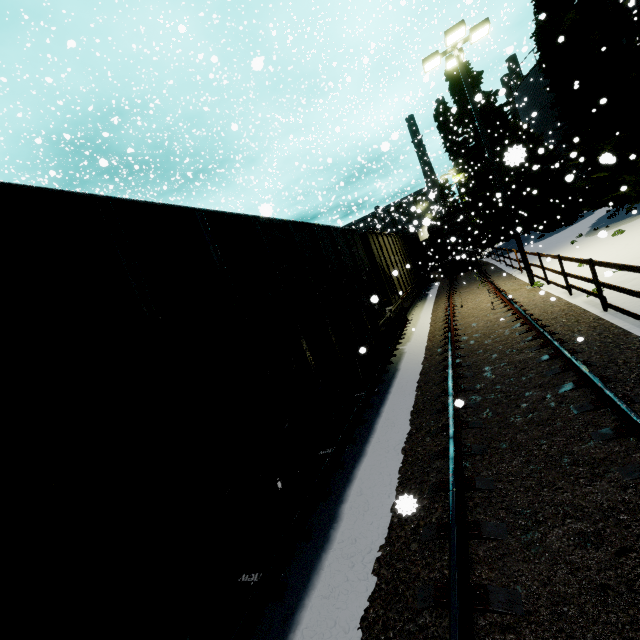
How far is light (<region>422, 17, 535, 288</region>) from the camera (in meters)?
11.56

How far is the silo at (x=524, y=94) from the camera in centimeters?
2502cm

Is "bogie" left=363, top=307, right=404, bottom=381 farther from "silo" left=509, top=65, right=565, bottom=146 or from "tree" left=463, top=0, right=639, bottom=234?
"tree" left=463, top=0, right=639, bottom=234

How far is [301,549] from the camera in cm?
395

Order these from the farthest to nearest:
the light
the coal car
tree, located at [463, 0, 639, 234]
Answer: tree, located at [463, 0, 639, 234]
the light
the coal car

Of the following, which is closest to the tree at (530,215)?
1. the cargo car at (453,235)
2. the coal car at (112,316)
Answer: the cargo car at (453,235)

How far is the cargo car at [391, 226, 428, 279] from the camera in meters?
24.3 m
